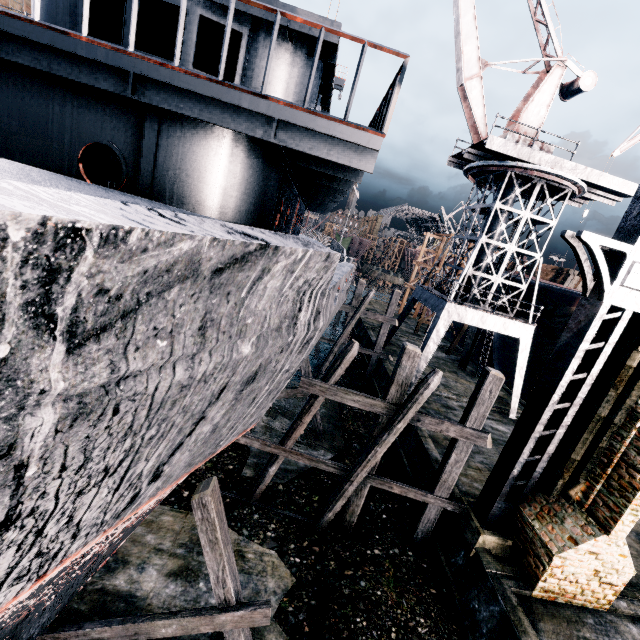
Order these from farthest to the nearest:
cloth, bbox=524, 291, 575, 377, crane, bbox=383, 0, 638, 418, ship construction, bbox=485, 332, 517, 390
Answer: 1. ship construction, bbox=485, 332, 517, 390
2. cloth, bbox=524, 291, 575, 377
3. crane, bbox=383, 0, 638, 418

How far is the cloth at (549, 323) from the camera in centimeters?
1997cm

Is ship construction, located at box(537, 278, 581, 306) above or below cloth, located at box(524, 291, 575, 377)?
above

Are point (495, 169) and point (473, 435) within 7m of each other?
no

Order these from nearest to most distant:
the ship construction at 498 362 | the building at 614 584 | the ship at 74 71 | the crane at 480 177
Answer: the ship at 74 71 < the building at 614 584 < the crane at 480 177 < the ship construction at 498 362

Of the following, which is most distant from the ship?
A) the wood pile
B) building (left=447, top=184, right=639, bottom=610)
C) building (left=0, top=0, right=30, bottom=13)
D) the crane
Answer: building (left=447, top=184, right=639, bottom=610)

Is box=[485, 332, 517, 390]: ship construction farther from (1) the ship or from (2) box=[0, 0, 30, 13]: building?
(2) box=[0, 0, 30, 13]: building

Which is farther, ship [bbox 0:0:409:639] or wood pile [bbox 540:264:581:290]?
wood pile [bbox 540:264:581:290]
